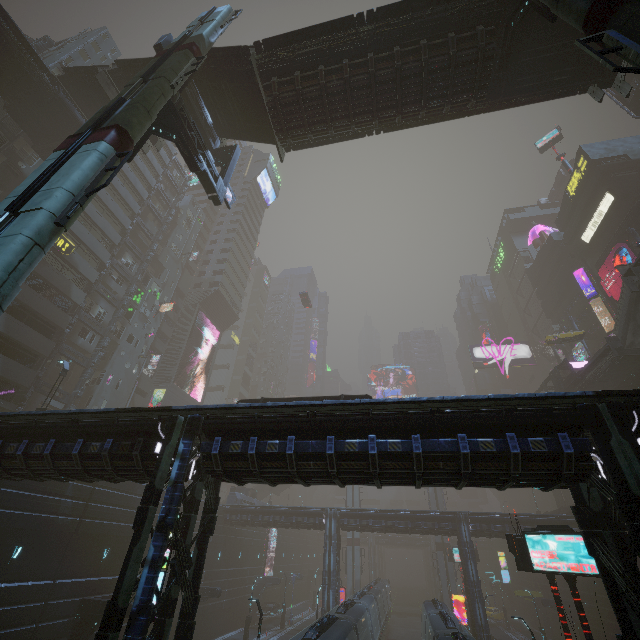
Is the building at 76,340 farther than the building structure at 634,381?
Yes

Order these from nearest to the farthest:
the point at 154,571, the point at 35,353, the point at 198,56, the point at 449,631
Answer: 1. the point at 154,571
2. the point at 198,56
3. the point at 449,631
4. the point at 35,353

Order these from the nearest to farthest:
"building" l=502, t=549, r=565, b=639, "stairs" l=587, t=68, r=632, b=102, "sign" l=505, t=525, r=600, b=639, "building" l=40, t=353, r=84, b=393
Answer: "sign" l=505, t=525, r=600, b=639, "stairs" l=587, t=68, r=632, b=102, "building" l=40, t=353, r=84, b=393, "building" l=502, t=549, r=565, b=639

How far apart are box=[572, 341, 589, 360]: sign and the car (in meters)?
55.31

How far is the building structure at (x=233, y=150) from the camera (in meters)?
14.44

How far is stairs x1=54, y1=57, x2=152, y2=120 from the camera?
22.36m

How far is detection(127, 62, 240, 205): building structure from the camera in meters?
14.4

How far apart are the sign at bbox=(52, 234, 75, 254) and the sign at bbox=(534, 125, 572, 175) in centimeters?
7043cm
